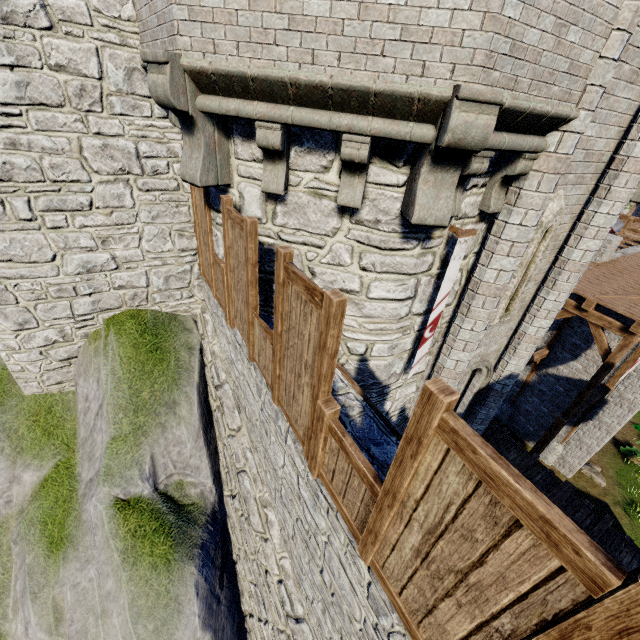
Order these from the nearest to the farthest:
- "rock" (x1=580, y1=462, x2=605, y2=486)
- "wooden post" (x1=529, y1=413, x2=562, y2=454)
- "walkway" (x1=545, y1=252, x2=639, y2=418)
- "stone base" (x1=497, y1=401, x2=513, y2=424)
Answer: "walkway" (x1=545, y1=252, x2=639, y2=418) → "wooden post" (x1=529, y1=413, x2=562, y2=454) → "rock" (x1=580, y1=462, x2=605, y2=486) → "stone base" (x1=497, y1=401, x2=513, y2=424)

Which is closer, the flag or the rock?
the flag

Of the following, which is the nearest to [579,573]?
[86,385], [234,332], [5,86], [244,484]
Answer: [234,332]

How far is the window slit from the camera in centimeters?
569cm

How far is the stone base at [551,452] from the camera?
15.82m

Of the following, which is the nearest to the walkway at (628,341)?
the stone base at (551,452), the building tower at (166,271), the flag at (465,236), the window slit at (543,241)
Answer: the building tower at (166,271)

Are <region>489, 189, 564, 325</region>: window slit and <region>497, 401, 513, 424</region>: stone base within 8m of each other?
no

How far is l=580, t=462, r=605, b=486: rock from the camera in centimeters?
1577cm
